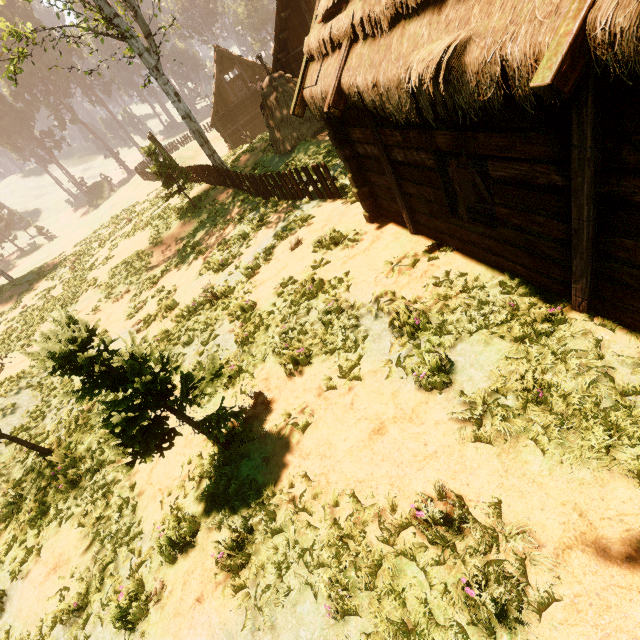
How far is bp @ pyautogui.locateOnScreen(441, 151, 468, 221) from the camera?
4.88m

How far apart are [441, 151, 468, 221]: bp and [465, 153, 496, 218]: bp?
0.2 meters

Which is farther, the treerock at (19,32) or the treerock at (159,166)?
the treerock at (159,166)

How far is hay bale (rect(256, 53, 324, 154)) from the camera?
15.5 meters

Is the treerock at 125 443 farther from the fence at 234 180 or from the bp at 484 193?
the bp at 484 193

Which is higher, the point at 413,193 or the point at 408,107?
the point at 408,107

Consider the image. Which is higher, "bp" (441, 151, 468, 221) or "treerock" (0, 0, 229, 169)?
"treerock" (0, 0, 229, 169)

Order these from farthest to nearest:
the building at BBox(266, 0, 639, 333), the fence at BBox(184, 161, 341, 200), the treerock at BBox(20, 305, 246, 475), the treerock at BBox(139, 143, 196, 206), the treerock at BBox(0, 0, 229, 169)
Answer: the treerock at BBox(139, 143, 196, 206)
the treerock at BBox(0, 0, 229, 169)
the fence at BBox(184, 161, 341, 200)
the treerock at BBox(20, 305, 246, 475)
the building at BBox(266, 0, 639, 333)
